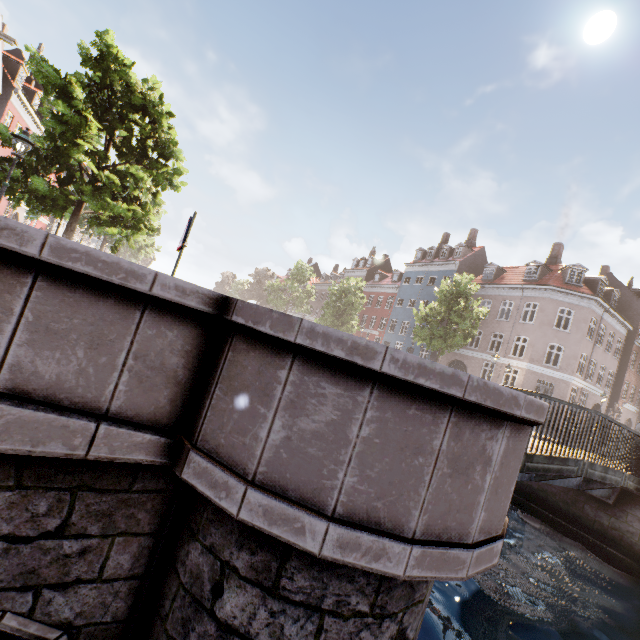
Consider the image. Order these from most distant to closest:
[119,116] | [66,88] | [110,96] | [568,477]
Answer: [119,116] → [110,96] → [66,88] → [568,477]

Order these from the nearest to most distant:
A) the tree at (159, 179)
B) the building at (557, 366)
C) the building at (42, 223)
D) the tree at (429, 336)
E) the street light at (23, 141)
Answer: the street light at (23, 141) < the tree at (159, 179) < the tree at (429, 336) < the building at (557, 366) < the building at (42, 223)

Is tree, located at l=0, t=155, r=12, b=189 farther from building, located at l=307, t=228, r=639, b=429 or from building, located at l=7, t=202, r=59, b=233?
building, located at l=7, t=202, r=59, b=233

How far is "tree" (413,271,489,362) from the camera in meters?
21.7

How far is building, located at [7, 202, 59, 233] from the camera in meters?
30.4

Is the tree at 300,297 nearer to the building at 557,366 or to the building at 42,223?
the building at 557,366

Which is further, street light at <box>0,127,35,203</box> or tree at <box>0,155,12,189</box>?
tree at <box>0,155,12,189</box>
